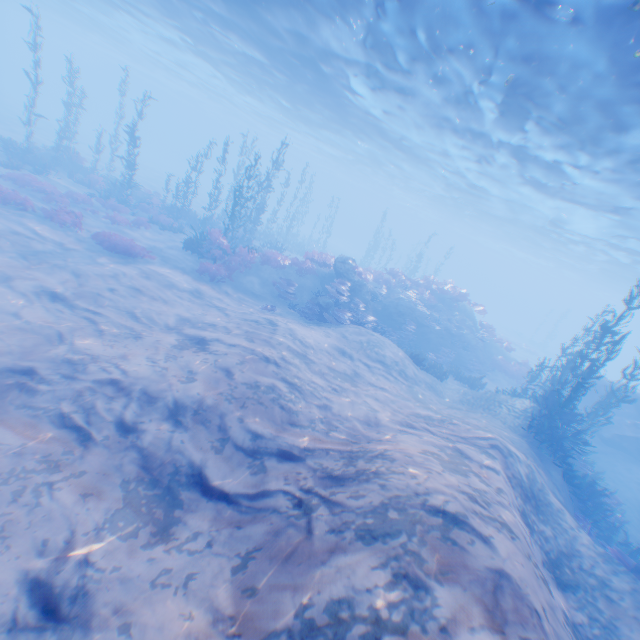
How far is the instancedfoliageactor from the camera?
15.0m

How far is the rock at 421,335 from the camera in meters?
19.7

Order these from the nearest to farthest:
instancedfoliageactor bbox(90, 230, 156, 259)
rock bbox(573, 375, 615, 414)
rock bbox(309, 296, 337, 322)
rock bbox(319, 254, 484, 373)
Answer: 1. instancedfoliageactor bbox(90, 230, 156, 259)
2. rock bbox(309, 296, 337, 322)
3. rock bbox(319, 254, 484, 373)
4. rock bbox(573, 375, 615, 414)

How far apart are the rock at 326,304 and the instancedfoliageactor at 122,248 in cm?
870

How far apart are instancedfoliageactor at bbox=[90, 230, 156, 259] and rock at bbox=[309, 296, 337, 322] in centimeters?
870cm

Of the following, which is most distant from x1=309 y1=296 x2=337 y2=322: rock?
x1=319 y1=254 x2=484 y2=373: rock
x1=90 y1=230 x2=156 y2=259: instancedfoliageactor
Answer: x1=90 y1=230 x2=156 y2=259: instancedfoliageactor

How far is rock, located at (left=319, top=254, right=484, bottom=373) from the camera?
19.7 meters

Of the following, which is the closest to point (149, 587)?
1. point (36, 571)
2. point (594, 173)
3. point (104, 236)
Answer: point (36, 571)
